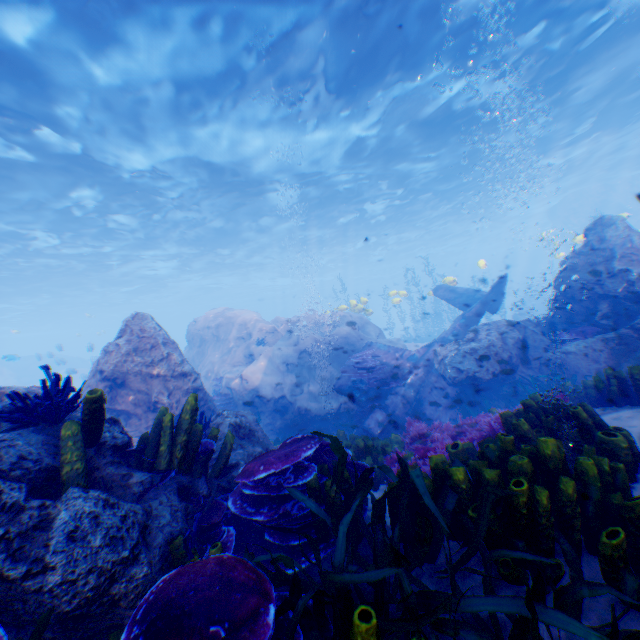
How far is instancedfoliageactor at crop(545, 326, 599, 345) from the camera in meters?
8.8

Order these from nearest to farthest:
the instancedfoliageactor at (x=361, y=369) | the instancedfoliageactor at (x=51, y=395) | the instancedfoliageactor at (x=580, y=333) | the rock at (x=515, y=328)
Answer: the instancedfoliageactor at (x=51, y=395)
the rock at (x=515, y=328)
the instancedfoliageactor at (x=580, y=333)
the instancedfoliageactor at (x=361, y=369)

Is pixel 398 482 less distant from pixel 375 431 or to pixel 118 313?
pixel 375 431

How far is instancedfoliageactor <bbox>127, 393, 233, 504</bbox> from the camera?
3.0m

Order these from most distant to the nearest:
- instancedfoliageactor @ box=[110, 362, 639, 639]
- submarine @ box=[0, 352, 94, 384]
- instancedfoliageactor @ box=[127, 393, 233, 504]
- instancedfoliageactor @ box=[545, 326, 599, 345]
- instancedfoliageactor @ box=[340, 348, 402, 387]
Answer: submarine @ box=[0, 352, 94, 384] → instancedfoliageactor @ box=[340, 348, 402, 387] → instancedfoliageactor @ box=[545, 326, 599, 345] → instancedfoliageactor @ box=[127, 393, 233, 504] → instancedfoliageactor @ box=[110, 362, 639, 639]

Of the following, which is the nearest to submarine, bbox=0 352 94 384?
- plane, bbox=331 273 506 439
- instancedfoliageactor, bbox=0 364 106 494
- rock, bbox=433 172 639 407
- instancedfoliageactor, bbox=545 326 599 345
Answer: rock, bbox=433 172 639 407

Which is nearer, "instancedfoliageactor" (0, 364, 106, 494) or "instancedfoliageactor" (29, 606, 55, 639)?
"instancedfoliageactor" (29, 606, 55, 639)

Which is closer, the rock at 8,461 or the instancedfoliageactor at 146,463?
the rock at 8,461
